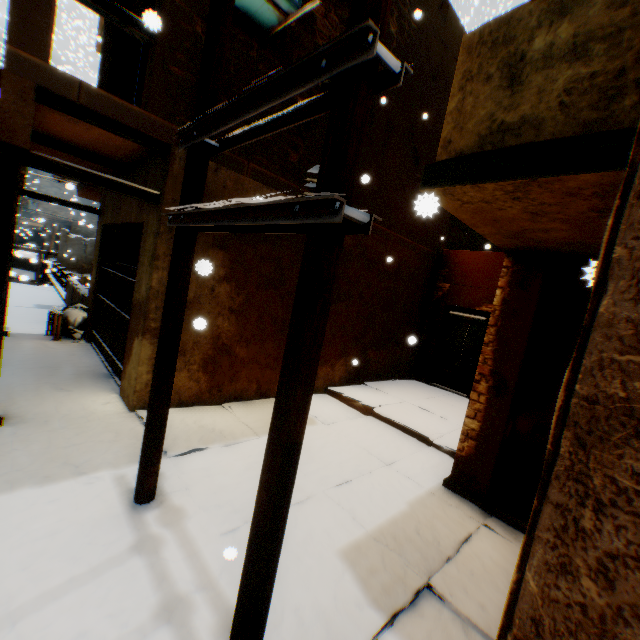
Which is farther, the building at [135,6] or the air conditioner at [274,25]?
the building at [135,6]

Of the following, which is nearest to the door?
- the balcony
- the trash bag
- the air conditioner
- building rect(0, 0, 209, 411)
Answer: building rect(0, 0, 209, 411)

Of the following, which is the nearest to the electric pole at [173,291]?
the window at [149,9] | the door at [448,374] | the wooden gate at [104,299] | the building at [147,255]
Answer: the building at [147,255]

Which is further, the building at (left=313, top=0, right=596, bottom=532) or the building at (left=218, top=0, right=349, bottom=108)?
the building at (left=218, top=0, right=349, bottom=108)

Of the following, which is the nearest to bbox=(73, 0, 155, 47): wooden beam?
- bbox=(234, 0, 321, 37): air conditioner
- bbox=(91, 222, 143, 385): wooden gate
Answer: bbox=(91, 222, 143, 385): wooden gate

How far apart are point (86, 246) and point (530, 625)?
28.0 meters

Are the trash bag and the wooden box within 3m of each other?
yes

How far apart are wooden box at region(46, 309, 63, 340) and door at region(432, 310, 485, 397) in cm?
976
